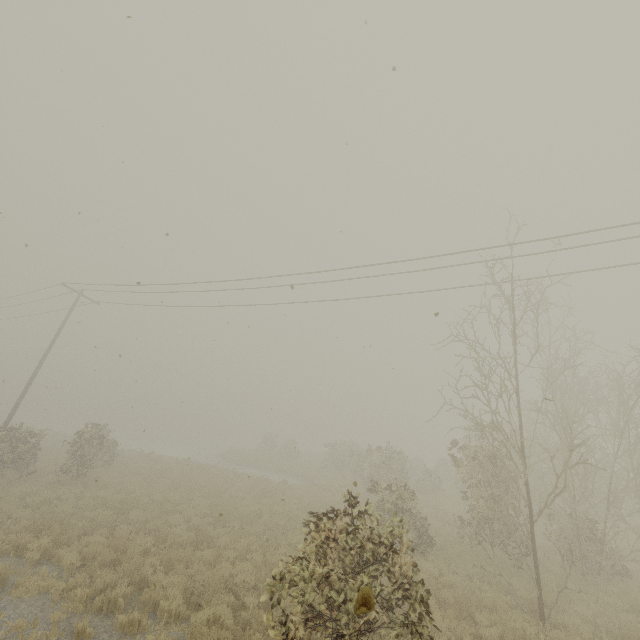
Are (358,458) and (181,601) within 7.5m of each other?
no
